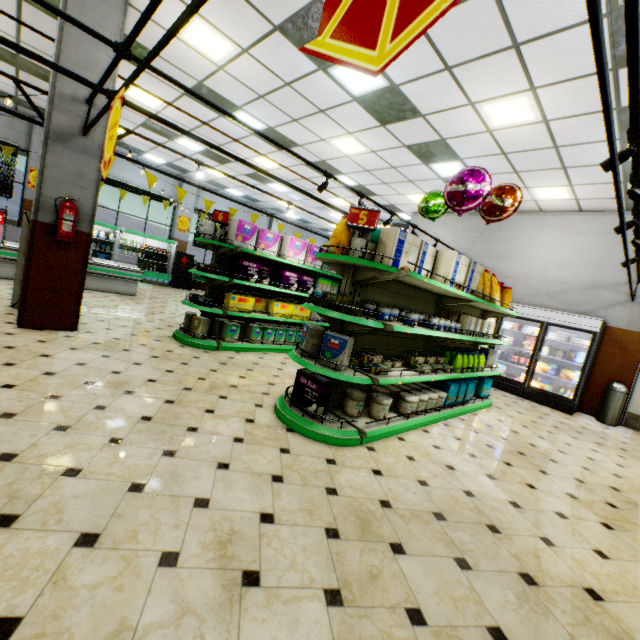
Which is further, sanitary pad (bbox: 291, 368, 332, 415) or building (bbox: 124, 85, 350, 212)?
building (bbox: 124, 85, 350, 212)

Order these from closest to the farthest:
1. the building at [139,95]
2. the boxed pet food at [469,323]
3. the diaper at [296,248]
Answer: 1. the boxed pet food at [469,323]
2. the diaper at [296,248]
3. the building at [139,95]

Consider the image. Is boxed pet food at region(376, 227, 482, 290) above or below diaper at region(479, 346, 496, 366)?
above

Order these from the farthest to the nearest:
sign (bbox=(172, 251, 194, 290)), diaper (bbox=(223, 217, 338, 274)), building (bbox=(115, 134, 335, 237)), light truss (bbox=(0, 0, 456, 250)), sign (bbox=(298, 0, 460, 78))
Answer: sign (bbox=(172, 251, 194, 290))
building (bbox=(115, 134, 335, 237))
diaper (bbox=(223, 217, 338, 274))
light truss (bbox=(0, 0, 456, 250))
sign (bbox=(298, 0, 460, 78))

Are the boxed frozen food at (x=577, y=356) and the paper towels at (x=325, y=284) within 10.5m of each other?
yes

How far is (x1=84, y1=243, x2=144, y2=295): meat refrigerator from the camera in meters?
9.0 m

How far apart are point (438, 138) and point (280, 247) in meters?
3.9

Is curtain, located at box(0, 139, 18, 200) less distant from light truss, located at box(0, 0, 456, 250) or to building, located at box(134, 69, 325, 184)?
building, located at box(134, 69, 325, 184)
